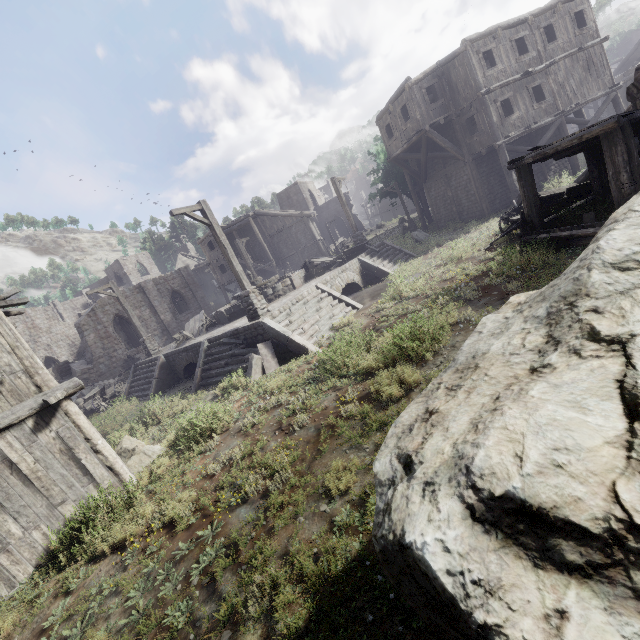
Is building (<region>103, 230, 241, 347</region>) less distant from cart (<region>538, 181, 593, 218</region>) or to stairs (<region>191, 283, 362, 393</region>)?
stairs (<region>191, 283, 362, 393</region>)

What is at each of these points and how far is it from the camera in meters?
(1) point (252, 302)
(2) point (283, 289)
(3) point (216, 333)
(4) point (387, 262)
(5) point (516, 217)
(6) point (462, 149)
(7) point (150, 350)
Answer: (1) wooden lamp post, 12.2
(2) fountain, 17.1
(3) building base, 14.9
(4) stairs, 18.1
(5) cart, 12.1
(6) building, 20.3
(7) wooden lamp post, 18.5

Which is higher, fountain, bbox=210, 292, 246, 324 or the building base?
fountain, bbox=210, 292, 246, 324

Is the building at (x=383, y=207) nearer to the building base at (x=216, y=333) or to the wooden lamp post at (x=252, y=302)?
the building base at (x=216, y=333)

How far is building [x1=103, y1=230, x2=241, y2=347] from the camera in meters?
34.1

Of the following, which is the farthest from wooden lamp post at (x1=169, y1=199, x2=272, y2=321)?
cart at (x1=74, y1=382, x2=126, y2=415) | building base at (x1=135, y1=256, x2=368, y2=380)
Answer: cart at (x1=74, y1=382, x2=126, y2=415)

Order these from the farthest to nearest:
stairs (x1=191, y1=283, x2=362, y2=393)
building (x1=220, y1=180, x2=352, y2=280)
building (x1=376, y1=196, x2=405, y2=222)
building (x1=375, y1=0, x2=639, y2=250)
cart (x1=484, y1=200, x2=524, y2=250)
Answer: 1. building (x1=376, y1=196, x2=405, y2=222)
2. building (x1=220, y1=180, x2=352, y2=280)
3. cart (x1=484, y1=200, x2=524, y2=250)
4. stairs (x1=191, y1=283, x2=362, y2=393)
5. building (x1=375, y1=0, x2=639, y2=250)

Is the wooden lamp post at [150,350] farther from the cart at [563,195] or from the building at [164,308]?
the cart at [563,195]
